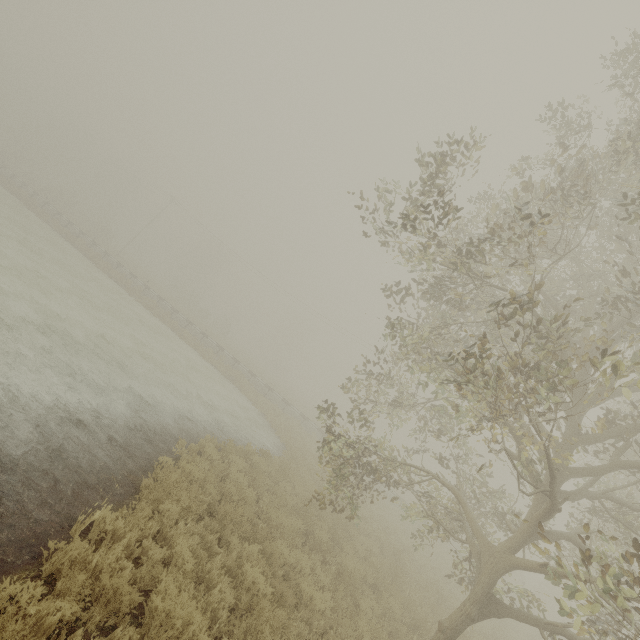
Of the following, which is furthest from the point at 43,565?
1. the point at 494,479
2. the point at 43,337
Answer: the point at 494,479
